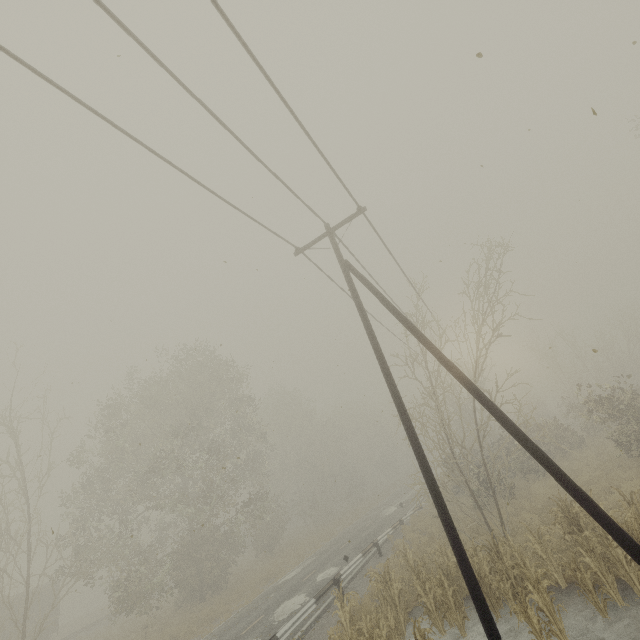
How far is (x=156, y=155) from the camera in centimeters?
644cm

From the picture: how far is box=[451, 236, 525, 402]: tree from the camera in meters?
13.7

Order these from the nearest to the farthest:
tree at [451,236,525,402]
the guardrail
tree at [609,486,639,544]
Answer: tree at [609,486,639,544] → the guardrail → tree at [451,236,525,402]

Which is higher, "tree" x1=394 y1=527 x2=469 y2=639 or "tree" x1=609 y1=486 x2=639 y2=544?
"tree" x1=609 y1=486 x2=639 y2=544

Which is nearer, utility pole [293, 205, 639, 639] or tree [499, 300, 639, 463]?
utility pole [293, 205, 639, 639]

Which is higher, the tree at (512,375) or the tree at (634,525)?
the tree at (512,375)
